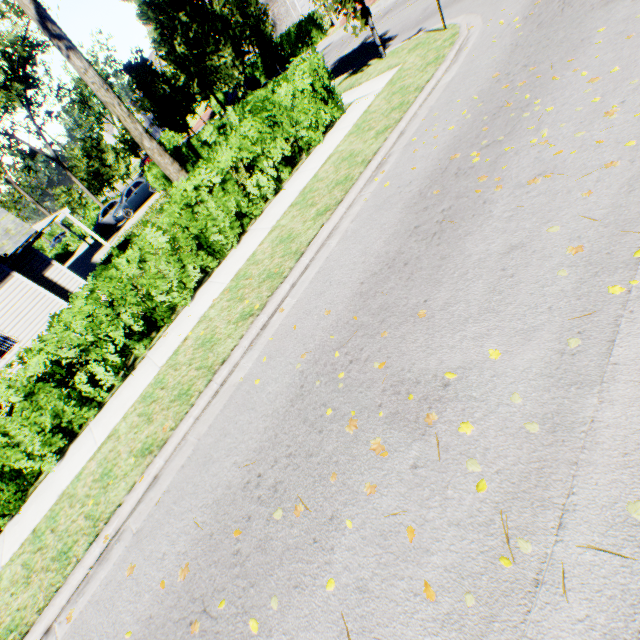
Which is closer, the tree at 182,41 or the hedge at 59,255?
the tree at 182,41

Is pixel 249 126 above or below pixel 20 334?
above

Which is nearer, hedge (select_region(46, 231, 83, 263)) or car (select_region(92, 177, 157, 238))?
car (select_region(92, 177, 157, 238))

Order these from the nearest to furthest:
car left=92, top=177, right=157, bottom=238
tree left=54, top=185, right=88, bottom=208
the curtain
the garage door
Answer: the curtain → car left=92, top=177, right=157, bottom=238 → the garage door → tree left=54, top=185, right=88, bottom=208

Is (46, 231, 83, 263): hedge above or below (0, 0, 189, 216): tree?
below

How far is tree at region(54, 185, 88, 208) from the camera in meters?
55.1 m

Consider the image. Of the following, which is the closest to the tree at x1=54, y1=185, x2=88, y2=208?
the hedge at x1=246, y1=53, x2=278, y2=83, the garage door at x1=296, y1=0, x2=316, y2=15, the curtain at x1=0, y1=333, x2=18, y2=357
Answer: the hedge at x1=246, y1=53, x2=278, y2=83

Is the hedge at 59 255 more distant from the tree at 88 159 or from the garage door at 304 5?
the garage door at 304 5
